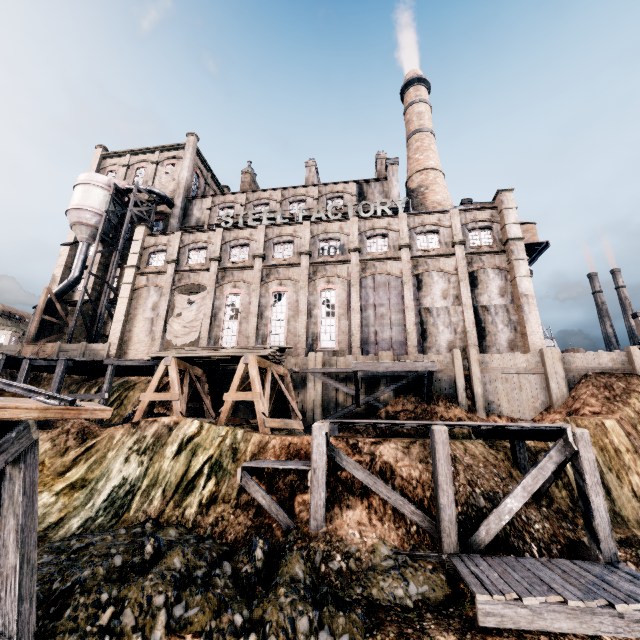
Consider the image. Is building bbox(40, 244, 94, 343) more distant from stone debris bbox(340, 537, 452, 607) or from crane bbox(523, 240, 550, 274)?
stone debris bbox(340, 537, 452, 607)

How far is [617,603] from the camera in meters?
6.9 m

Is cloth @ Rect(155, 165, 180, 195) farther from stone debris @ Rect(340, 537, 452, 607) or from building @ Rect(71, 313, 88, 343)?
stone debris @ Rect(340, 537, 452, 607)

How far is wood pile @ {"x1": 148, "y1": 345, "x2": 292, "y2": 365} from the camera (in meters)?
17.64

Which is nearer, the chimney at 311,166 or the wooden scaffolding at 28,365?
the wooden scaffolding at 28,365

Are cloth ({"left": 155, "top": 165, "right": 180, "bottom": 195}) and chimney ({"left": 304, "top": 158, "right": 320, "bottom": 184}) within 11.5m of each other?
no

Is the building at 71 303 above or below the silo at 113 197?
below

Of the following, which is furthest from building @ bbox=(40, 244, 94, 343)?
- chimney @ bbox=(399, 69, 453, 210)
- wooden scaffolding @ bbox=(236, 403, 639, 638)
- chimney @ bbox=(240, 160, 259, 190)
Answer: wooden scaffolding @ bbox=(236, 403, 639, 638)
